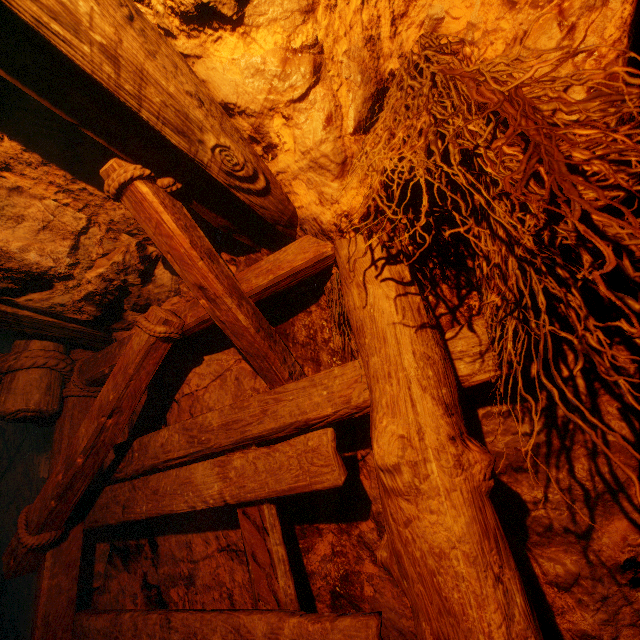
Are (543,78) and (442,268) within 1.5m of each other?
yes
